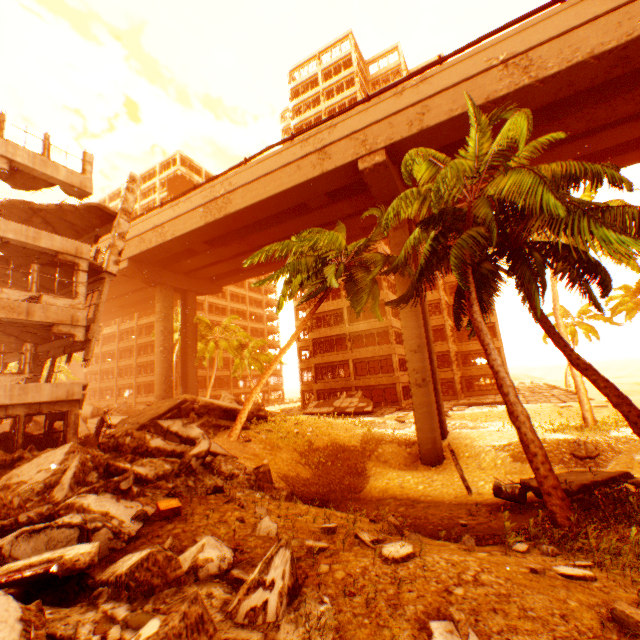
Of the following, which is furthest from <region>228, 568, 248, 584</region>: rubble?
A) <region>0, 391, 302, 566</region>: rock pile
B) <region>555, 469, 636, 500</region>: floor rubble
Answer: <region>555, 469, 636, 500</region>: floor rubble

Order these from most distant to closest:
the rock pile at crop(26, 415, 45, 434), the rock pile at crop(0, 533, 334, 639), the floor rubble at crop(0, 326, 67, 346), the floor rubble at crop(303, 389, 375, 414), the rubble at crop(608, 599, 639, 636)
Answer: the floor rubble at crop(303, 389, 375, 414), the rock pile at crop(26, 415, 45, 434), the floor rubble at crop(0, 326, 67, 346), the rubble at crop(608, 599, 639, 636), the rock pile at crop(0, 533, 334, 639)

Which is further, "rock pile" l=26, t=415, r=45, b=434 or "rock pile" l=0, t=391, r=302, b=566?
"rock pile" l=26, t=415, r=45, b=434

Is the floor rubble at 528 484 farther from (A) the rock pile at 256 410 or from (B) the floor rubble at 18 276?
(B) the floor rubble at 18 276

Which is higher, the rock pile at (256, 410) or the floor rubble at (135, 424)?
the floor rubble at (135, 424)

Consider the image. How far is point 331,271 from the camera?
12.63m

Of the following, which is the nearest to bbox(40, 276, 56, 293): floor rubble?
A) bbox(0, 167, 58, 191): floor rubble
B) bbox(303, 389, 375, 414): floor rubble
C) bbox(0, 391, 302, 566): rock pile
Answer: bbox(0, 167, 58, 191): floor rubble

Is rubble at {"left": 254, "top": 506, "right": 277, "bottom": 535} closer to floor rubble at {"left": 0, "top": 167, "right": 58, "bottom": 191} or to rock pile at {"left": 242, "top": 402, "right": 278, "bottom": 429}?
rock pile at {"left": 242, "top": 402, "right": 278, "bottom": 429}
